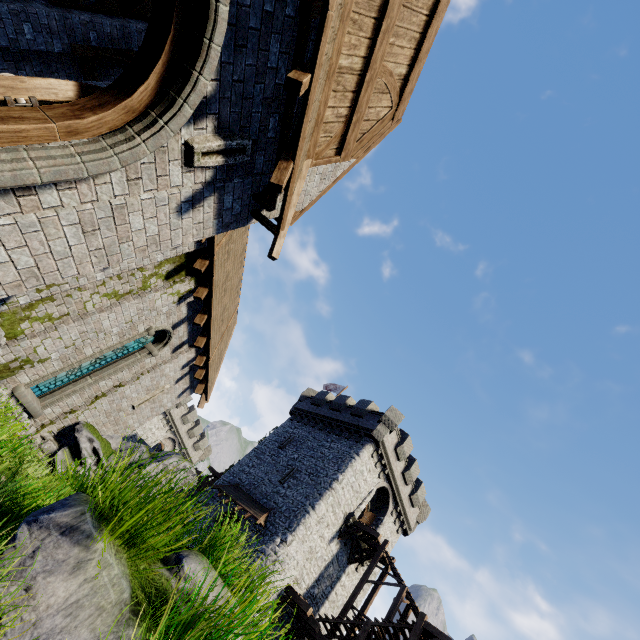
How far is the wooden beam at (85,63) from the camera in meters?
9.2

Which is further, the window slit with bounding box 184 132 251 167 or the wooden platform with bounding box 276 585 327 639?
the wooden platform with bounding box 276 585 327 639

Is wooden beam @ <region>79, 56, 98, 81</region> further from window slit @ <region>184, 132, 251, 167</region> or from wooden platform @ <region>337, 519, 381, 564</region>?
wooden platform @ <region>337, 519, 381, 564</region>

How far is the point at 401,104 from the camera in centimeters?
714cm

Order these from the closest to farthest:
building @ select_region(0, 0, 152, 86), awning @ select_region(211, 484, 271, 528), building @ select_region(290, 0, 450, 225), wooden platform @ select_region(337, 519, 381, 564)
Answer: building @ select_region(290, 0, 450, 225), building @ select_region(0, 0, 152, 86), awning @ select_region(211, 484, 271, 528), wooden platform @ select_region(337, 519, 381, 564)

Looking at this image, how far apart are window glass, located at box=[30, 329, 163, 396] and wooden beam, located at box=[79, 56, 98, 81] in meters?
6.5

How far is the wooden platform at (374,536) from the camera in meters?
21.2

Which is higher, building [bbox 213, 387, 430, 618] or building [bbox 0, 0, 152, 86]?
building [bbox 213, 387, 430, 618]
